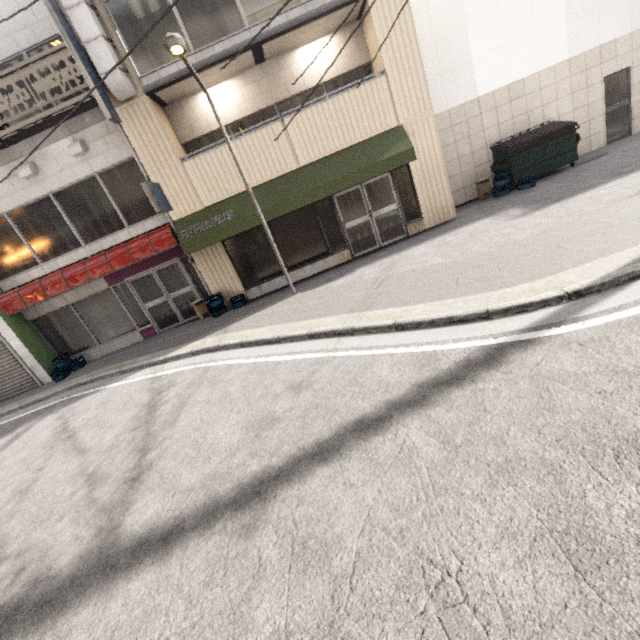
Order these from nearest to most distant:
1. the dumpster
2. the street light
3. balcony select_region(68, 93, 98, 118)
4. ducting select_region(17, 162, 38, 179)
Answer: the street light → balcony select_region(68, 93, 98, 118) → ducting select_region(17, 162, 38, 179) → the dumpster

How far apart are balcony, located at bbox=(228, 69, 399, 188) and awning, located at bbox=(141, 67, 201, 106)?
1.5 meters

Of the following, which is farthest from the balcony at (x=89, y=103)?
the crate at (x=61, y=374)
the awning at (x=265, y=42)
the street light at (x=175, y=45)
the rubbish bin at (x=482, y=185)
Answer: the rubbish bin at (x=482, y=185)

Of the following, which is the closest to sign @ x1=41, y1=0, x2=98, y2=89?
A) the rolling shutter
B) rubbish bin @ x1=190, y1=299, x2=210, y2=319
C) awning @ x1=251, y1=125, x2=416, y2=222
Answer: awning @ x1=251, y1=125, x2=416, y2=222

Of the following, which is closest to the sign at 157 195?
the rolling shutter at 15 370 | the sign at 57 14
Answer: the sign at 57 14

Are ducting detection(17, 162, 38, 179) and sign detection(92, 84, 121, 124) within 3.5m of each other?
yes

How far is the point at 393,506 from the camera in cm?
250

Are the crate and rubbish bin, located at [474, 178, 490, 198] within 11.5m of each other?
no
